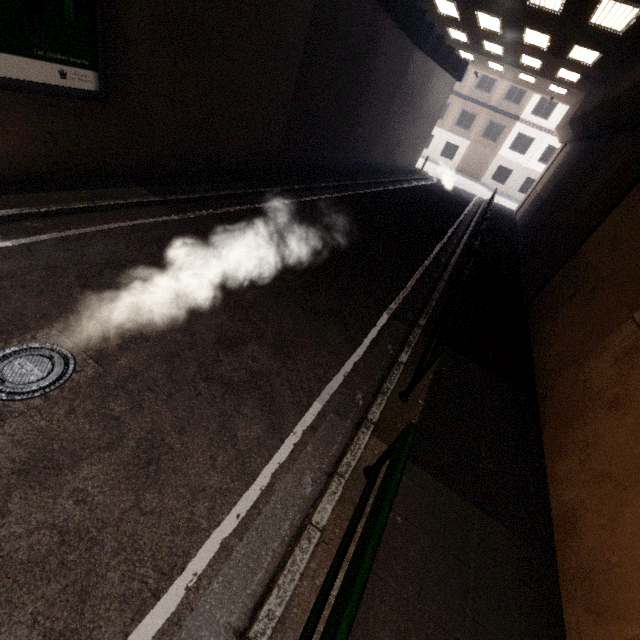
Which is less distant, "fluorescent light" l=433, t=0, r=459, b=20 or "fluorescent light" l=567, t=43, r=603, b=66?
"fluorescent light" l=567, t=43, r=603, b=66

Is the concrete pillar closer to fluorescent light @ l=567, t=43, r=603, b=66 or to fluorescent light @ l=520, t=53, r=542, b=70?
fluorescent light @ l=567, t=43, r=603, b=66

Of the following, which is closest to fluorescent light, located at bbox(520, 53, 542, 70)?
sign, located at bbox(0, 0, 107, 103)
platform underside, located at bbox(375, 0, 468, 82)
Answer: platform underside, located at bbox(375, 0, 468, 82)

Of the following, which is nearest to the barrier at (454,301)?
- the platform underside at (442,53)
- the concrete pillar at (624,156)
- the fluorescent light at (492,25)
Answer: the concrete pillar at (624,156)

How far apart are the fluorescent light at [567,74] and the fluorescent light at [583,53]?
1.9 meters

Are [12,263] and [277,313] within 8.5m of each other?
yes

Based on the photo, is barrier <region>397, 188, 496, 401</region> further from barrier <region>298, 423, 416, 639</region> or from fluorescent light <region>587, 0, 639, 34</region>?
fluorescent light <region>587, 0, 639, 34</region>

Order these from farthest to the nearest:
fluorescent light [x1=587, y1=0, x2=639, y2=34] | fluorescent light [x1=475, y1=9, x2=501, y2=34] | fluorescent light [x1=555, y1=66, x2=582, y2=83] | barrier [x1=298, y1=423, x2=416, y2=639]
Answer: fluorescent light [x1=555, y1=66, x2=582, y2=83] → fluorescent light [x1=475, y1=9, x2=501, y2=34] → fluorescent light [x1=587, y1=0, x2=639, y2=34] → barrier [x1=298, y1=423, x2=416, y2=639]
